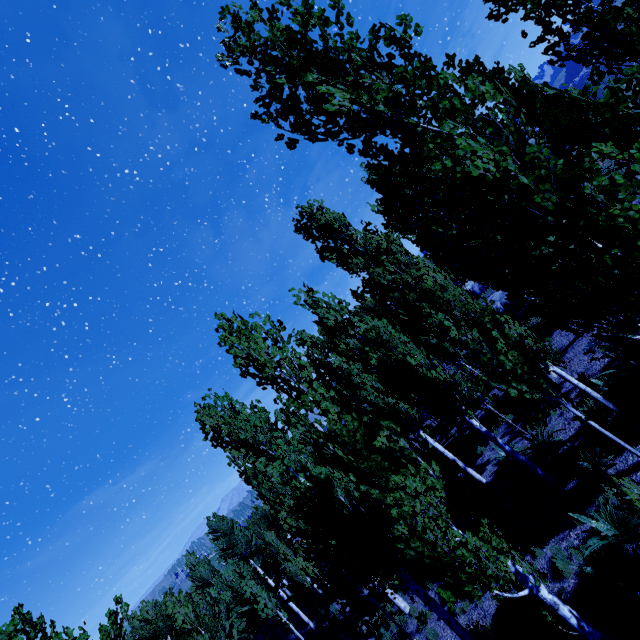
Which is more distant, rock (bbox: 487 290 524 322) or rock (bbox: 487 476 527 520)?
rock (bbox: 487 290 524 322)

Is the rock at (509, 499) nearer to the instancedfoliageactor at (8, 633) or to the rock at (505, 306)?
the instancedfoliageactor at (8, 633)

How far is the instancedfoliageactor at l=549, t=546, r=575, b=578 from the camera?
8.1 meters

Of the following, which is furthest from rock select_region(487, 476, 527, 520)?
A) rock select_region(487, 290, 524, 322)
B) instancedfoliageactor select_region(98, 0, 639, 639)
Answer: rock select_region(487, 290, 524, 322)

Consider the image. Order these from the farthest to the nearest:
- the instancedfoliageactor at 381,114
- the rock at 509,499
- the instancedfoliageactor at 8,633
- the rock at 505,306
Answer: the rock at 505,306 → the rock at 509,499 → the instancedfoliageactor at 8,633 → the instancedfoliageactor at 381,114

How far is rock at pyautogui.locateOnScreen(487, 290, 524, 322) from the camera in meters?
19.7

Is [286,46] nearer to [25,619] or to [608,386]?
[25,619]
